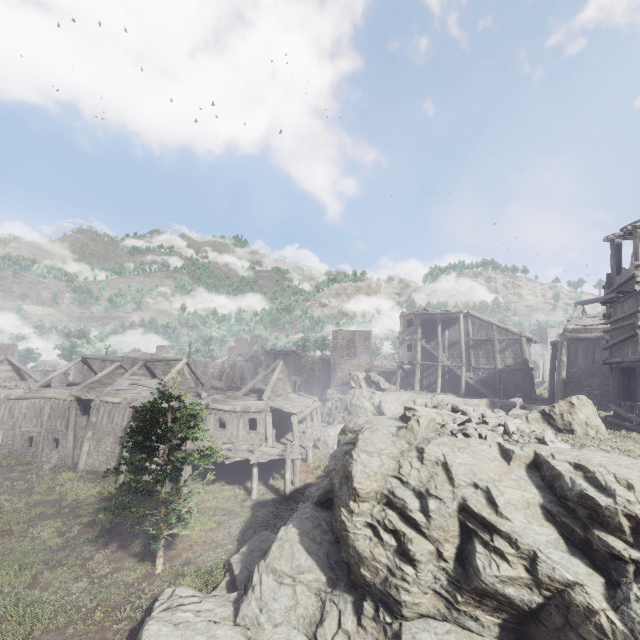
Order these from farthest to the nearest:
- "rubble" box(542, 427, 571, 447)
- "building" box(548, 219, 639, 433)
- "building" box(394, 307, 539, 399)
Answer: "building" box(394, 307, 539, 399)
"building" box(548, 219, 639, 433)
"rubble" box(542, 427, 571, 447)

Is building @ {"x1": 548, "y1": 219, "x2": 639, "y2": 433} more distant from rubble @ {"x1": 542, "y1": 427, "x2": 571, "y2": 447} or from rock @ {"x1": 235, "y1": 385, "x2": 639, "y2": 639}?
rubble @ {"x1": 542, "y1": 427, "x2": 571, "y2": 447}

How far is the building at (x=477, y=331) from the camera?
30.7m

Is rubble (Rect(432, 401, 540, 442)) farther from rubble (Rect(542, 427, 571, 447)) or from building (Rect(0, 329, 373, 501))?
building (Rect(0, 329, 373, 501))

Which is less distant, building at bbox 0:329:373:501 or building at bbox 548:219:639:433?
building at bbox 548:219:639:433

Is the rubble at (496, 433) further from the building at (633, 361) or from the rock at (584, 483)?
the building at (633, 361)

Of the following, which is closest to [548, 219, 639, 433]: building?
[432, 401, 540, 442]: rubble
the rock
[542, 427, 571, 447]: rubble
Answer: the rock

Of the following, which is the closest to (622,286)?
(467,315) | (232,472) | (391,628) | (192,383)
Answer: (391,628)
